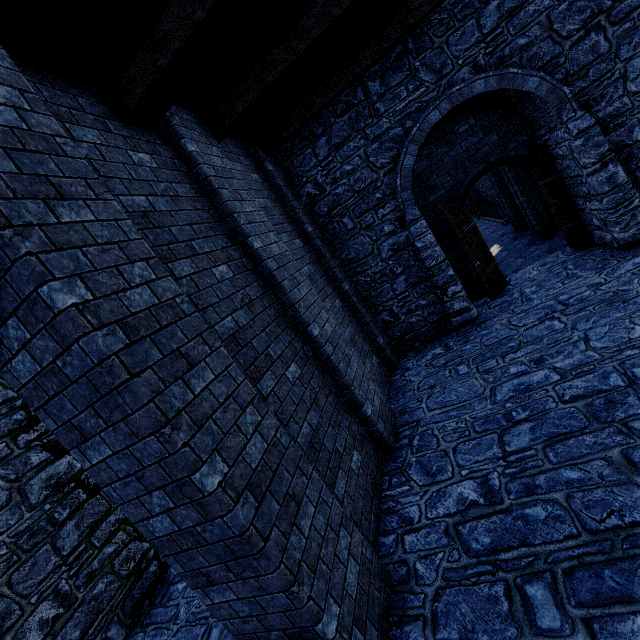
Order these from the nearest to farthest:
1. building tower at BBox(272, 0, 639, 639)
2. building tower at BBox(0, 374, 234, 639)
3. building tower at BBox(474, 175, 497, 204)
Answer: building tower at BBox(272, 0, 639, 639) → building tower at BBox(0, 374, 234, 639) → building tower at BBox(474, 175, 497, 204)

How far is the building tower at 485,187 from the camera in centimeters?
1988cm

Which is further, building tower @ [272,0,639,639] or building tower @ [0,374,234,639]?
building tower @ [0,374,234,639]

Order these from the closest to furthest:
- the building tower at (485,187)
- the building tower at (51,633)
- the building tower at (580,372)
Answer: the building tower at (580,372), the building tower at (51,633), the building tower at (485,187)

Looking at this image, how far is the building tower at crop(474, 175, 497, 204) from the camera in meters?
19.9 m

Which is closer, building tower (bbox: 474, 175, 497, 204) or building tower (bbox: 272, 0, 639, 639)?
building tower (bbox: 272, 0, 639, 639)

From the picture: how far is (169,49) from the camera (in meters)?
3.21
